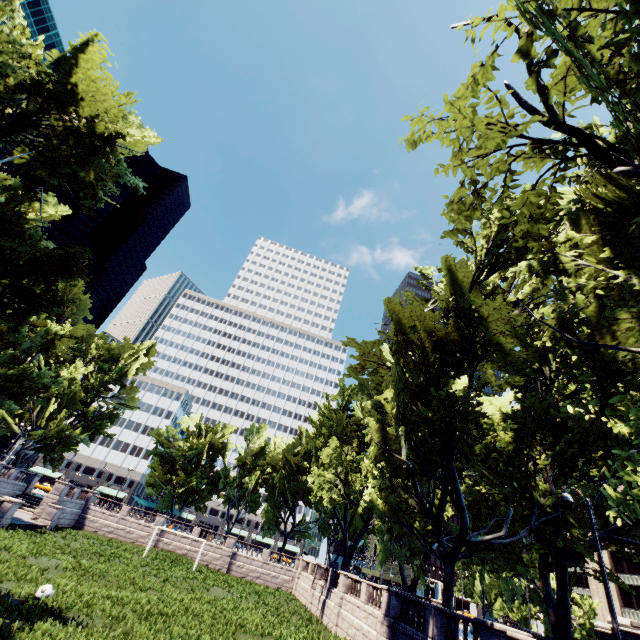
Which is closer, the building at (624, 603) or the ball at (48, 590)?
the ball at (48, 590)

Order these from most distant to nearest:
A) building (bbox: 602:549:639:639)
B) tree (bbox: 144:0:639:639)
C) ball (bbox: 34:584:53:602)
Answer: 1. building (bbox: 602:549:639:639)
2. ball (bbox: 34:584:53:602)
3. tree (bbox: 144:0:639:639)

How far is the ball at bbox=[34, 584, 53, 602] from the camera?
14.2m

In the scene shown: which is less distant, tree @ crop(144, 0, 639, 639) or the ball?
tree @ crop(144, 0, 639, 639)

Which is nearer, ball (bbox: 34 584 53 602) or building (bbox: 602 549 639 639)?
ball (bbox: 34 584 53 602)

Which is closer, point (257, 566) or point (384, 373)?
point (384, 373)

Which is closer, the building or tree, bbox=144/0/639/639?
tree, bbox=144/0/639/639

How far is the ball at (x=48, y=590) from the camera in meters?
14.2
